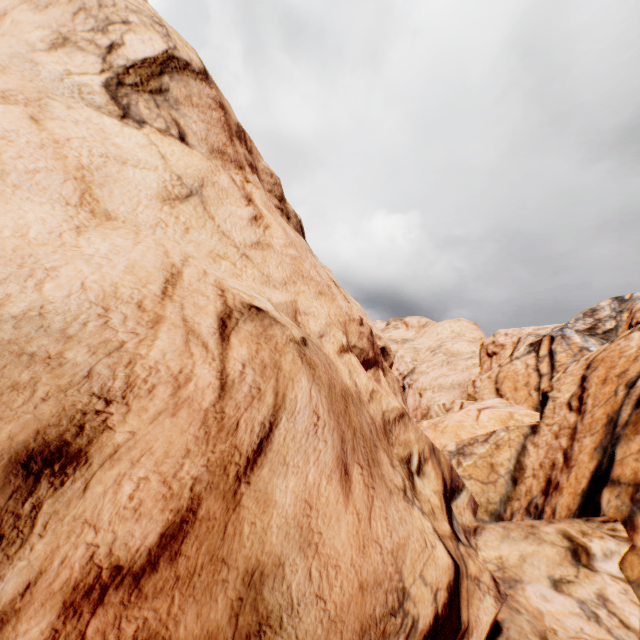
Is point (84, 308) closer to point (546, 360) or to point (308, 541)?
point (308, 541)
